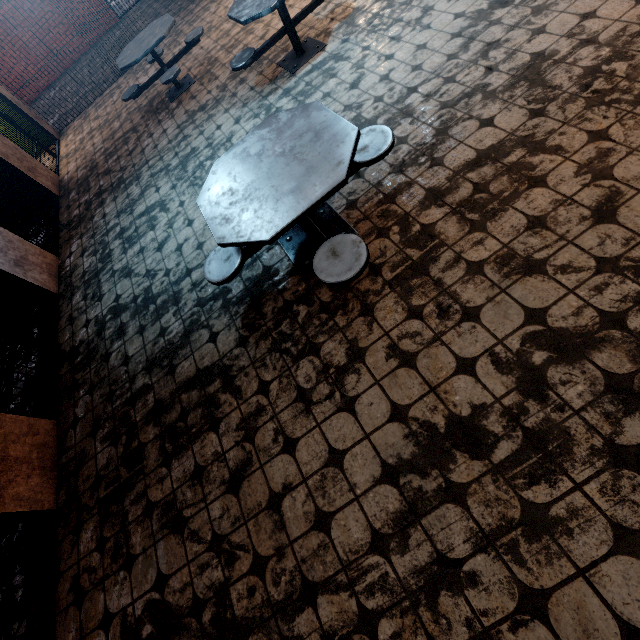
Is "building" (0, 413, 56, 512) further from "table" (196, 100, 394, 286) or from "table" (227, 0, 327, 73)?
"table" (227, 0, 327, 73)

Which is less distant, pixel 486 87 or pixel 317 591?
pixel 317 591

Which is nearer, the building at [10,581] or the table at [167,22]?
the building at [10,581]

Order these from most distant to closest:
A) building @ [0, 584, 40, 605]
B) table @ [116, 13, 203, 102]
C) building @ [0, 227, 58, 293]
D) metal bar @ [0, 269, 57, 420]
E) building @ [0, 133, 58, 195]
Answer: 1. building @ [0, 133, 58, 195]
2. table @ [116, 13, 203, 102]
3. building @ [0, 227, 58, 293]
4. metal bar @ [0, 269, 57, 420]
5. building @ [0, 584, 40, 605]

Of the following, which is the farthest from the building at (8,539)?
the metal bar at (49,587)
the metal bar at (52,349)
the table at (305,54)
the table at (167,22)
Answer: the table at (167,22)

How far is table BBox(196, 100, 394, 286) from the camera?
2.01m

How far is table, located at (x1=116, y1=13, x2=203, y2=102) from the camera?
5.1 meters

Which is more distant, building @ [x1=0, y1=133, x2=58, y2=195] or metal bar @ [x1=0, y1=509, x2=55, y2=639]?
building @ [x1=0, y1=133, x2=58, y2=195]
